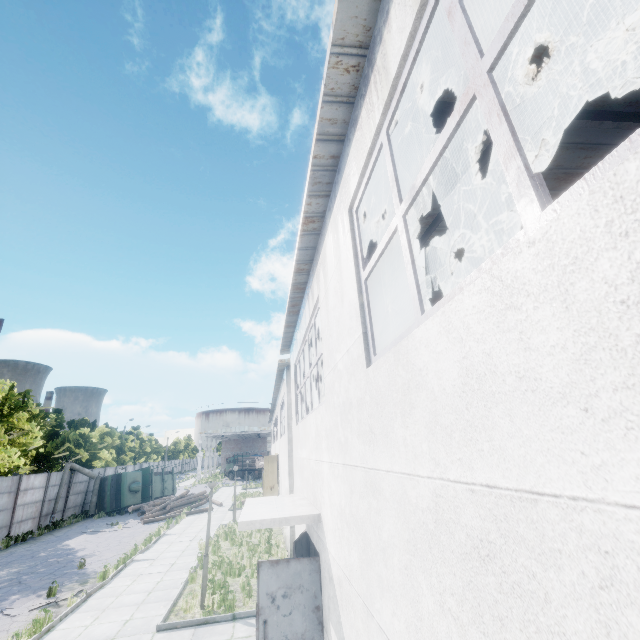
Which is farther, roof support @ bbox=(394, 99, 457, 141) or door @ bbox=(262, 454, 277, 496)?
door @ bbox=(262, 454, 277, 496)

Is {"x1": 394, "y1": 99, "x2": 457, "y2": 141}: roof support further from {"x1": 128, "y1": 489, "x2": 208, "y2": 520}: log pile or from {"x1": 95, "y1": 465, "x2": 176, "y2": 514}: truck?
{"x1": 95, "y1": 465, "x2": 176, "y2": 514}: truck

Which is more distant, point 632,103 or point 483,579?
point 632,103

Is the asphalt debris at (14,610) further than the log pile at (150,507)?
No

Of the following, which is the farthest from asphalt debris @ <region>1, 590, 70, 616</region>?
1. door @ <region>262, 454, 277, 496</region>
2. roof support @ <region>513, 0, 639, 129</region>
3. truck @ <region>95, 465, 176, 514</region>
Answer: truck @ <region>95, 465, 176, 514</region>

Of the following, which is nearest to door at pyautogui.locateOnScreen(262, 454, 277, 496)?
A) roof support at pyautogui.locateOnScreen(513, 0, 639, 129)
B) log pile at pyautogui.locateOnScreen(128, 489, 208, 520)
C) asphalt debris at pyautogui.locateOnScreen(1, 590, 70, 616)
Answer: asphalt debris at pyautogui.locateOnScreen(1, 590, 70, 616)

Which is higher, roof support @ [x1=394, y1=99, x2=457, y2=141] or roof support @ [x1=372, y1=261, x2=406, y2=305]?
roof support @ [x1=372, y1=261, x2=406, y2=305]

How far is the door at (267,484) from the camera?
19.7 meters
